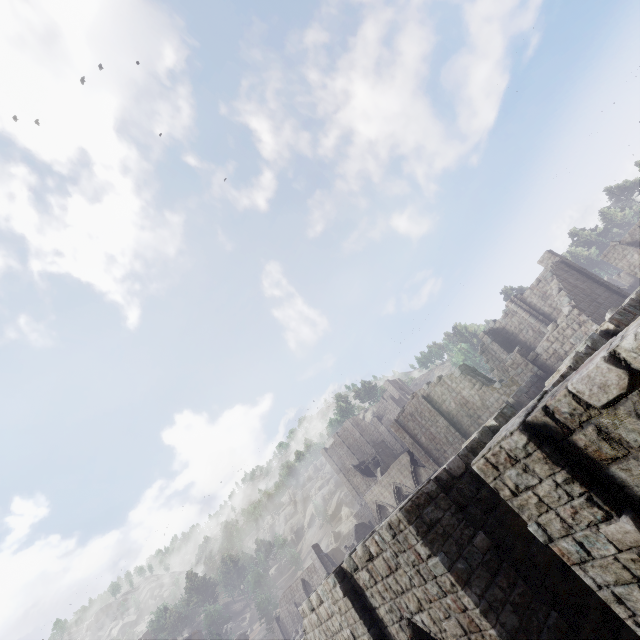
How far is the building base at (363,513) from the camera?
56.1m

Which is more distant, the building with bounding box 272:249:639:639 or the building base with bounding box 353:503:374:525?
the building base with bounding box 353:503:374:525

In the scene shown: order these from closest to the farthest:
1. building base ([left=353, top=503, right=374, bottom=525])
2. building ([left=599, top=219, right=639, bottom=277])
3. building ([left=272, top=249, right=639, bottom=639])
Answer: building ([left=272, top=249, right=639, bottom=639]), building ([left=599, top=219, right=639, bottom=277]), building base ([left=353, top=503, right=374, bottom=525])

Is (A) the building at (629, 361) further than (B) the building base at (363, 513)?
No

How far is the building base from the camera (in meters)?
56.09

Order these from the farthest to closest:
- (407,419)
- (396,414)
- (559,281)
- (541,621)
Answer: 1. (396,414)
2. (407,419)
3. (559,281)
4. (541,621)

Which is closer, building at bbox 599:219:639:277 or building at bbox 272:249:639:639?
building at bbox 272:249:639:639
